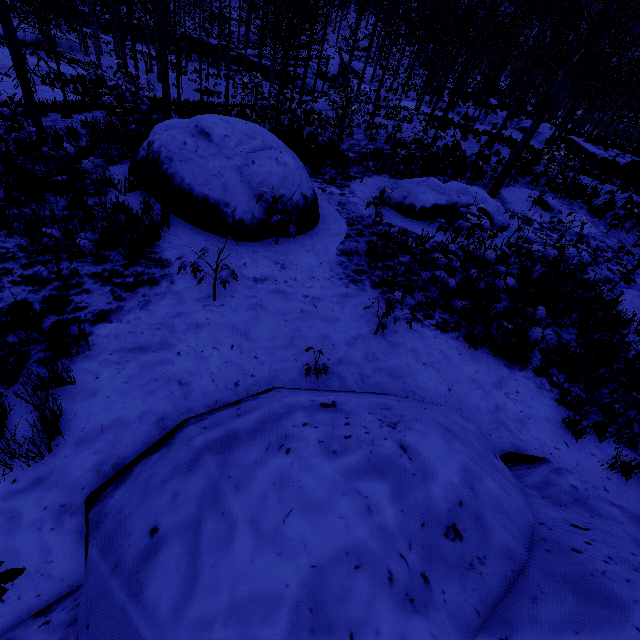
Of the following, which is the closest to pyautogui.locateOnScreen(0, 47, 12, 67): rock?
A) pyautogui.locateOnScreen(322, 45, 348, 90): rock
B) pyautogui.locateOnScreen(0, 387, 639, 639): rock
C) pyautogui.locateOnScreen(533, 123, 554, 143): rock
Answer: pyautogui.locateOnScreen(322, 45, 348, 90): rock

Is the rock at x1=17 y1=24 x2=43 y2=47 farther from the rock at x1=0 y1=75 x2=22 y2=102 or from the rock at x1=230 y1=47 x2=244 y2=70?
the rock at x1=0 y1=75 x2=22 y2=102

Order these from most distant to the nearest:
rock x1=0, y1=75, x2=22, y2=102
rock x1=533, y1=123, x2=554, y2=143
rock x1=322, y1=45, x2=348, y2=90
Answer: rock x1=322, y1=45, x2=348, y2=90 < rock x1=533, y1=123, x2=554, y2=143 < rock x1=0, y1=75, x2=22, y2=102

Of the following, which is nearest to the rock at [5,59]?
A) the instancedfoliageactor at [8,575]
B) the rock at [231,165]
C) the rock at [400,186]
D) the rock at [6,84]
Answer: the rock at [6,84]

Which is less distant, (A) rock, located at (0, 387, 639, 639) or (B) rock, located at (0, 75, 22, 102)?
(A) rock, located at (0, 387, 639, 639)

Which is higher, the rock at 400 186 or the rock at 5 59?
the rock at 400 186

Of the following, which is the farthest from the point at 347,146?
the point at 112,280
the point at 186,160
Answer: the point at 112,280

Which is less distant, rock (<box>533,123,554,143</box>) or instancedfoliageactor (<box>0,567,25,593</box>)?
instancedfoliageactor (<box>0,567,25,593</box>)
